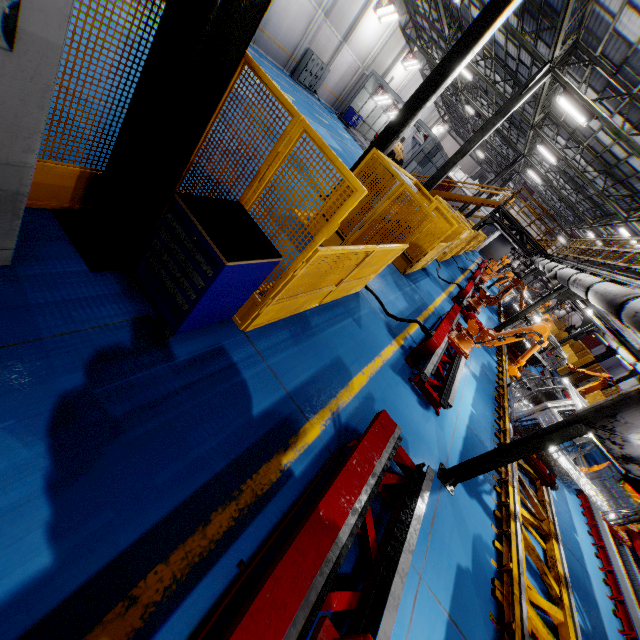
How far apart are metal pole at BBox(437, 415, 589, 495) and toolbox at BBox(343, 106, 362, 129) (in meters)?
30.86

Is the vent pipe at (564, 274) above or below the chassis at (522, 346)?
above

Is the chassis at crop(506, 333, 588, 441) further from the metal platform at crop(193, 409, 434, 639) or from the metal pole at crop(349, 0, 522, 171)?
the metal pole at crop(349, 0, 522, 171)

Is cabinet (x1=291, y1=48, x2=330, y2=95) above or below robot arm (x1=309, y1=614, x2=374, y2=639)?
above

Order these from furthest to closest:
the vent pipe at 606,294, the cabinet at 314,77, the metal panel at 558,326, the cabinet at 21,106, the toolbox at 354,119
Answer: the metal panel at 558,326 < the toolbox at 354,119 < the cabinet at 314,77 < the vent pipe at 606,294 < the cabinet at 21,106

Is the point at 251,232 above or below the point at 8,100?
below

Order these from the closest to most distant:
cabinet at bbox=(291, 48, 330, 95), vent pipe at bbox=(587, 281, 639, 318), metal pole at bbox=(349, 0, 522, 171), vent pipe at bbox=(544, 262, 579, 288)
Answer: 1. vent pipe at bbox=(587, 281, 639, 318)
2. metal pole at bbox=(349, 0, 522, 171)
3. vent pipe at bbox=(544, 262, 579, 288)
4. cabinet at bbox=(291, 48, 330, 95)

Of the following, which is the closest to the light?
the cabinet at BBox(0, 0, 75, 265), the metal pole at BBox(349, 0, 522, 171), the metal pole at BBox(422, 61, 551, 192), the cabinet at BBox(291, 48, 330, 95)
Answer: the metal pole at BBox(422, 61, 551, 192)
